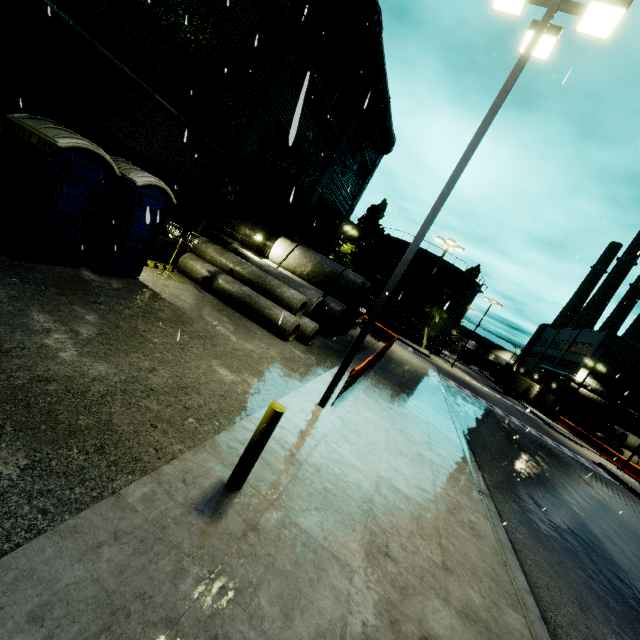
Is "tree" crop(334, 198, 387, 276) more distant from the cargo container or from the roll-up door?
the roll-up door

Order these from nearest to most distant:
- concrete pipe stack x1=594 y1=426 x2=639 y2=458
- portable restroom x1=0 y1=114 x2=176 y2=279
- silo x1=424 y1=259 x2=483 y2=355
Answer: portable restroom x1=0 y1=114 x2=176 y2=279
concrete pipe stack x1=594 y1=426 x2=639 y2=458
silo x1=424 y1=259 x2=483 y2=355

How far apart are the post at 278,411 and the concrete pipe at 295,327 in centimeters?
779cm

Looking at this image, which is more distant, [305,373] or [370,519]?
[305,373]

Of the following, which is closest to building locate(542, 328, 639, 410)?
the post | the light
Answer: the light

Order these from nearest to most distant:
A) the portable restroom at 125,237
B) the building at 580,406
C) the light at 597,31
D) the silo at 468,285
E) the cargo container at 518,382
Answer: the light at 597,31 → the portable restroom at 125,237 → the silo at 468,285 → the building at 580,406 → the cargo container at 518,382

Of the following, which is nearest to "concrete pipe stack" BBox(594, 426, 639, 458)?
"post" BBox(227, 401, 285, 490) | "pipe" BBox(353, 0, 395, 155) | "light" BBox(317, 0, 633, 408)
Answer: "pipe" BBox(353, 0, 395, 155)

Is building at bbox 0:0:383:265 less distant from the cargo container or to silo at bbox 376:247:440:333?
silo at bbox 376:247:440:333
